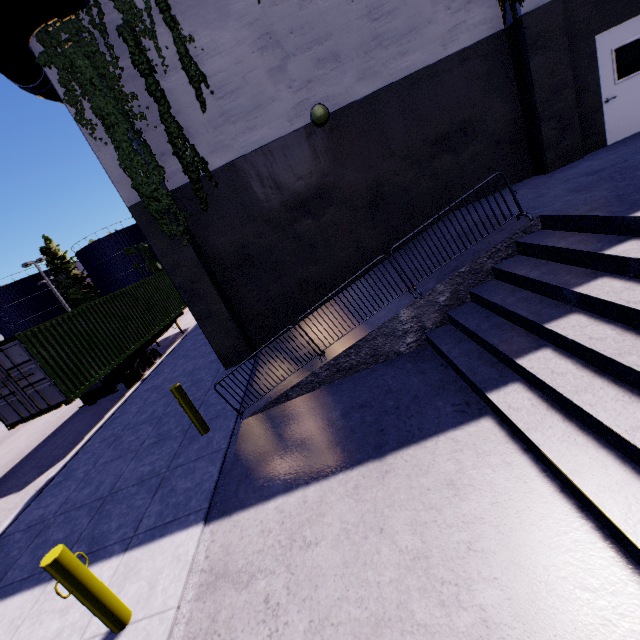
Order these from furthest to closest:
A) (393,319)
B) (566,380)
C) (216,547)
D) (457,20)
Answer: (457,20)
(393,319)
(216,547)
(566,380)

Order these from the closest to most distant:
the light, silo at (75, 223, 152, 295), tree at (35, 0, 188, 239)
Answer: tree at (35, 0, 188, 239)
the light
silo at (75, 223, 152, 295)

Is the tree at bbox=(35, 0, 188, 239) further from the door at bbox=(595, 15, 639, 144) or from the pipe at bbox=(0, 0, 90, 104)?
the door at bbox=(595, 15, 639, 144)

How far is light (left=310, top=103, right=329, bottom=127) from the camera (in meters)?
7.45

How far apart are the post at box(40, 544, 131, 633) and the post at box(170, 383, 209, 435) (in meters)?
2.87

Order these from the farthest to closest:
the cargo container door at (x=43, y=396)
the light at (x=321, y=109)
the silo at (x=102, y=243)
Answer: the silo at (x=102, y=243) → the cargo container door at (x=43, y=396) → the light at (x=321, y=109)

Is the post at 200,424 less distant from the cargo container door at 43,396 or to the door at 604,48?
the cargo container door at 43,396

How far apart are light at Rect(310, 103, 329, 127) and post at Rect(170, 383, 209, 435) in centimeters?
659cm
